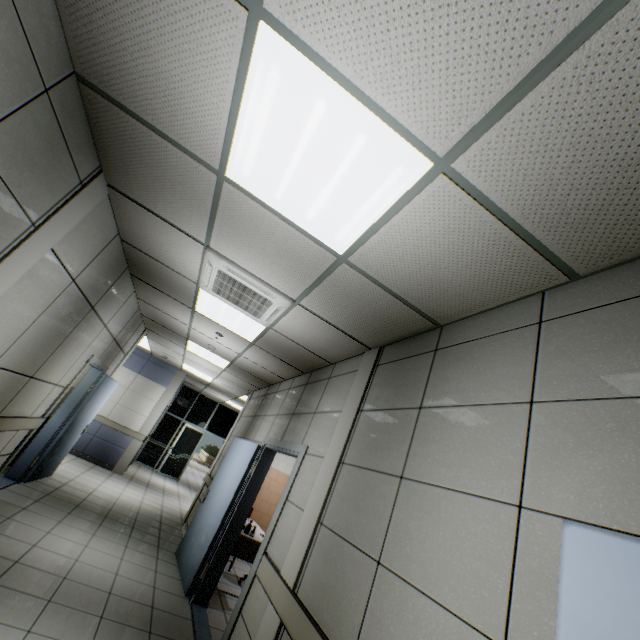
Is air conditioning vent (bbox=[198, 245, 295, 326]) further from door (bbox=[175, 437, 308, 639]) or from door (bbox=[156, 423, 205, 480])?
door (bbox=[156, 423, 205, 480])

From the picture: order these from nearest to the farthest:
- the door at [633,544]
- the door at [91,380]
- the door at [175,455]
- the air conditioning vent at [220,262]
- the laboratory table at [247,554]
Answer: the door at [633,544] < the air conditioning vent at [220,262] < the laboratory table at [247,554] < the door at [91,380] < the door at [175,455]

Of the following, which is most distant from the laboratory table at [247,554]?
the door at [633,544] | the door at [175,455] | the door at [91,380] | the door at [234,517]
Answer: the door at [175,455]

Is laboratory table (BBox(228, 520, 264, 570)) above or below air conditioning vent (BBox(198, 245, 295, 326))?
below

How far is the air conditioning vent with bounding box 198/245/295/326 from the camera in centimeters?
310cm

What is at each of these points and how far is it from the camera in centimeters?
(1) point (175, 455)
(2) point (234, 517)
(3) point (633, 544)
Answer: (1) door, 1233cm
(2) door, 456cm
(3) door, 88cm

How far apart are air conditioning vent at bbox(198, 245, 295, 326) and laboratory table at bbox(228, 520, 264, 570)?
3.24m

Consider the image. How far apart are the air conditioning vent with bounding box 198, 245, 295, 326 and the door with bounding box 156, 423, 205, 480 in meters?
10.7 m
